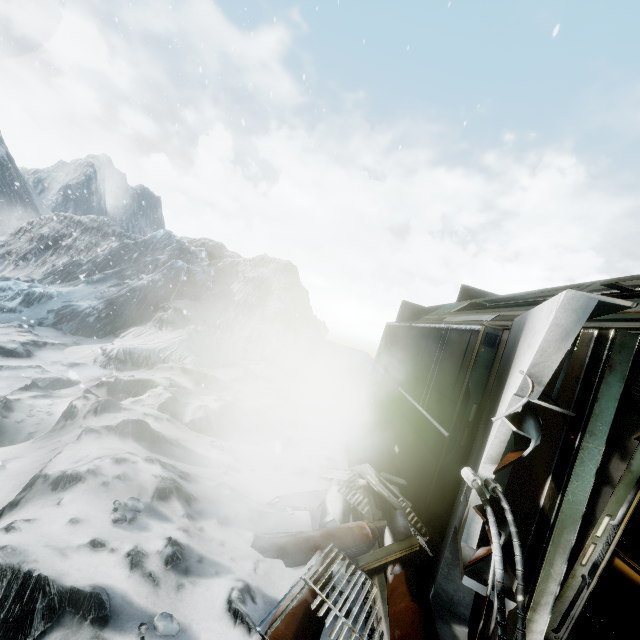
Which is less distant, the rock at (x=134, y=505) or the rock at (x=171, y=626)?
the rock at (x=171, y=626)

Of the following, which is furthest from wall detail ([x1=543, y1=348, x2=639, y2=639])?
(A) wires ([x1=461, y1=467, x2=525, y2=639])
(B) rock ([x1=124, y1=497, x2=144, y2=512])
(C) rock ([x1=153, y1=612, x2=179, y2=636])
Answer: (B) rock ([x1=124, y1=497, x2=144, y2=512])

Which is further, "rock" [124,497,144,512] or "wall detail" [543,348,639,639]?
"rock" [124,497,144,512]

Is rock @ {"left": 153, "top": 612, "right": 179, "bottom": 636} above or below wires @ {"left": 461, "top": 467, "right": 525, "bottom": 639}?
below

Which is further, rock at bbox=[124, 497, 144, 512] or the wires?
rock at bbox=[124, 497, 144, 512]

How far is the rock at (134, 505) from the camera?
2.9m

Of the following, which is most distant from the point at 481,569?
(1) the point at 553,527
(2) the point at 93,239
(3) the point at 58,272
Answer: (2) the point at 93,239

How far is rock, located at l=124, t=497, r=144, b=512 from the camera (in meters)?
2.86
